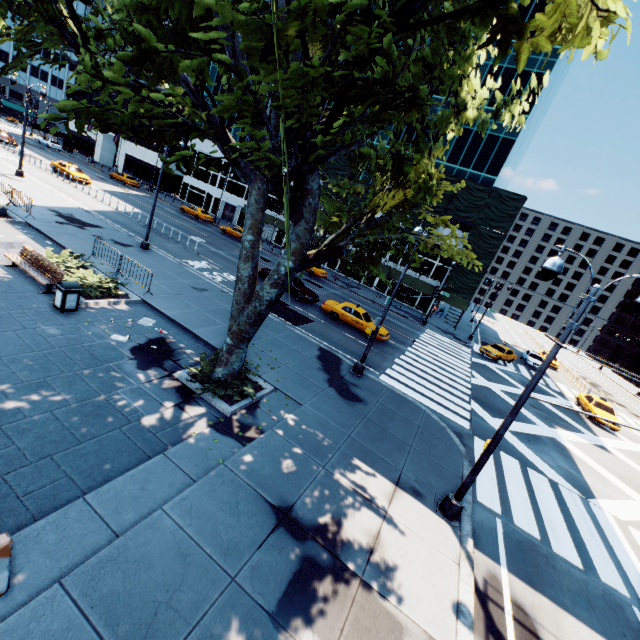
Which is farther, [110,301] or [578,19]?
[110,301]

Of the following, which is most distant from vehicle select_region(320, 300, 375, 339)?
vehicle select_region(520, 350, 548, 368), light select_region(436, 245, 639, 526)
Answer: vehicle select_region(520, 350, 548, 368)

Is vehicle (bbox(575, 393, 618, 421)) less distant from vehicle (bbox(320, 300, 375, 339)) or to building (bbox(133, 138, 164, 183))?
vehicle (bbox(320, 300, 375, 339))

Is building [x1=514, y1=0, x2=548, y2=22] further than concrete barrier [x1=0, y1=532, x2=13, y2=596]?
Yes

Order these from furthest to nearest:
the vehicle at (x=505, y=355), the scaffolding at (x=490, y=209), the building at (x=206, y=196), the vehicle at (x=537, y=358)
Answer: the building at (x=206, y=196), the vehicle at (x=537, y=358), the scaffolding at (x=490, y=209), the vehicle at (x=505, y=355)

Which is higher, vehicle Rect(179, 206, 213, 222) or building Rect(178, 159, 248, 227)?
building Rect(178, 159, 248, 227)

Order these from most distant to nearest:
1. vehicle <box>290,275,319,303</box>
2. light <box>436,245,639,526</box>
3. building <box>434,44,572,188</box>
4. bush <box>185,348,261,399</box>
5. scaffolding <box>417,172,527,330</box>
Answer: building <box>434,44,572,188</box> → scaffolding <box>417,172,527,330</box> → vehicle <box>290,275,319,303</box> → bush <box>185,348,261,399</box> → light <box>436,245,639,526</box>

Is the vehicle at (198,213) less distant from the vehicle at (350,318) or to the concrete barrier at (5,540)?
the vehicle at (350,318)
